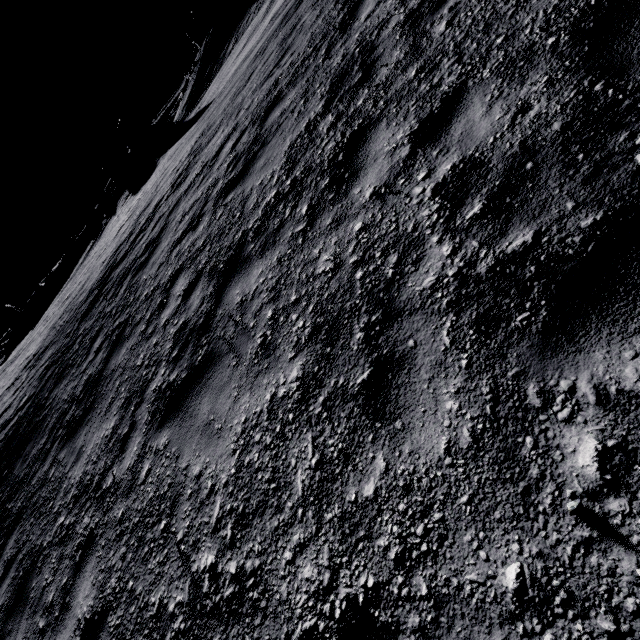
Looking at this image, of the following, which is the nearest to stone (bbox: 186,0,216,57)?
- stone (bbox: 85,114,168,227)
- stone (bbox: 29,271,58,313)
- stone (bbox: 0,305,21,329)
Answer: stone (bbox: 85,114,168,227)

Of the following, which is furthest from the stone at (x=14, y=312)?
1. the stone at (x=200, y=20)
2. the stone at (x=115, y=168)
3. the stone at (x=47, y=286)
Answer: the stone at (x=200, y=20)

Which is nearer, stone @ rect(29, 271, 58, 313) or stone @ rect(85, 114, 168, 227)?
stone @ rect(85, 114, 168, 227)

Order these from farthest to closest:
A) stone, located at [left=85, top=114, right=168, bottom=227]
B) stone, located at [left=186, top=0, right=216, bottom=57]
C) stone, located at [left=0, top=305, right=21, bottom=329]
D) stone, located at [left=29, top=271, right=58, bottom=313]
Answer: stone, located at [left=0, top=305, right=21, bottom=329] → stone, located at [left=29, top=271, right=58, bottom=313] → stone, located at [left=85, top=114, right=168, bottom=227] → stone, located at [left=186, top=0, right=216, bottom=57]

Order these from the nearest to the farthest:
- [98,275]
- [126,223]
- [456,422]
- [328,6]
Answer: [456,422], [328,6], [98,275], [126,223]

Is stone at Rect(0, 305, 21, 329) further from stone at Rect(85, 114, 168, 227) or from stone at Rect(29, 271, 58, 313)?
stone at Rect(85, 114, 168, 227)

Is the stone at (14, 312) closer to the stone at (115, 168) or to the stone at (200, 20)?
the stone at (115, 168)

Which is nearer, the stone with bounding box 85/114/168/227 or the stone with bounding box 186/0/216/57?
the stone with bounding box 186/0/216/57
